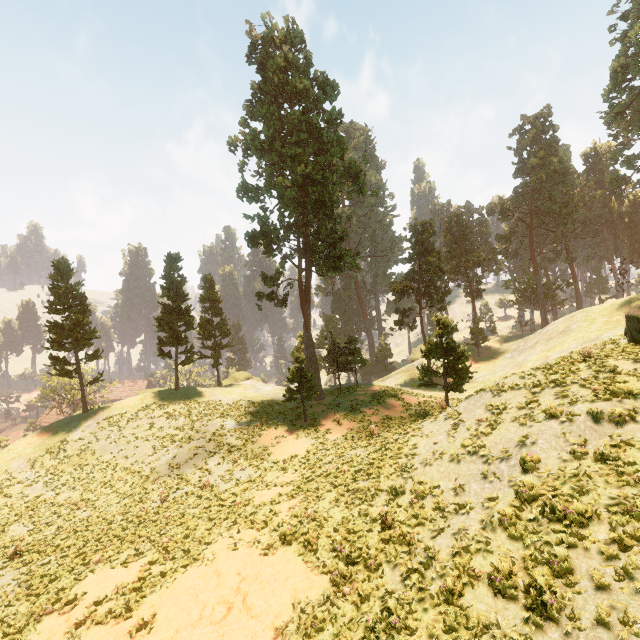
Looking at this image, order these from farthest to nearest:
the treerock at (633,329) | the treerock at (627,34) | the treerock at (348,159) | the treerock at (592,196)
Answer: the treerock at (592,196)
the treerock at (627,34)
the treerock at (348,159)
the treerock at (633,329)

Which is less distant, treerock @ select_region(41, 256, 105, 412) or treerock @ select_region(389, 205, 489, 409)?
treerock @ select_region(389, 205, 489, 409)

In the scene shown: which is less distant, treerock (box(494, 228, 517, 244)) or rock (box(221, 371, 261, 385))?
rock (box(221, 371, 261, 385))

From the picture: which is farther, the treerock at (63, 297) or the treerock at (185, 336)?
the treerock at (185, 336)

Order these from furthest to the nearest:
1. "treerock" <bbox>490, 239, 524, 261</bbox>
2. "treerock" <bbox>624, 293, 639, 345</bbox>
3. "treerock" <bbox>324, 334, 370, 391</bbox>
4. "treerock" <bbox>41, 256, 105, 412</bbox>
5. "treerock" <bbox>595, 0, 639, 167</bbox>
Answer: "treerock" <bbox>490, 239, 524, 261</bbox> < "treerock" <bbox>324, 334, 370, 391</bbox> < "treerock" <bbox>595, 0, 639, 167</bbox> < "treerock" <bbox>41, 256, 105, 412</bbox> < "treerock" <bbox>624, 293, 639, 345</bbox>

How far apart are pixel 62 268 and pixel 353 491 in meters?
36.8 m

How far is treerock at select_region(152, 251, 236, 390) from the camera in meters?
36.9
